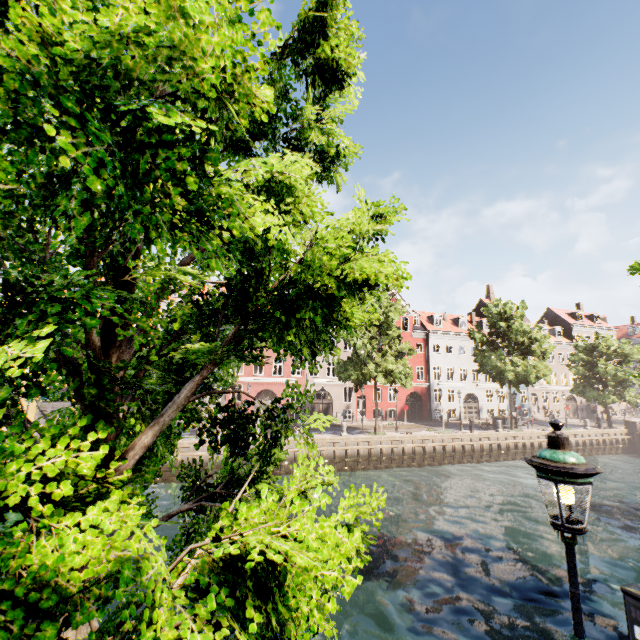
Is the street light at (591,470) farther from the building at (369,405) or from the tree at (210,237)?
the building at (369,405)

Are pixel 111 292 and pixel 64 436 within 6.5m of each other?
yes

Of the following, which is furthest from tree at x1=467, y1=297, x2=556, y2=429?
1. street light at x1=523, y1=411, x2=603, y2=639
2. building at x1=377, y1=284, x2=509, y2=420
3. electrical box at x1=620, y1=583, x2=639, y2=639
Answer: electrical box at x1=620, y1=583, x2=639, y2=639

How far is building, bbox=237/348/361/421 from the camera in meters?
32.5

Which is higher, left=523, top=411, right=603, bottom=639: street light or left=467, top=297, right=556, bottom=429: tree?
left=467, top=297, right=556, bottom=429: tree

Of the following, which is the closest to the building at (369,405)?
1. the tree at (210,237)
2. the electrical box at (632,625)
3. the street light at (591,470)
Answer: the street light at (591,470)

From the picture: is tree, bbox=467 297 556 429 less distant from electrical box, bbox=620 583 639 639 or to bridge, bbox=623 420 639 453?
bridge, bbox=623 420 639 453

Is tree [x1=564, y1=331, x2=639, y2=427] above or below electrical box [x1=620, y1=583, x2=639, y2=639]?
above
